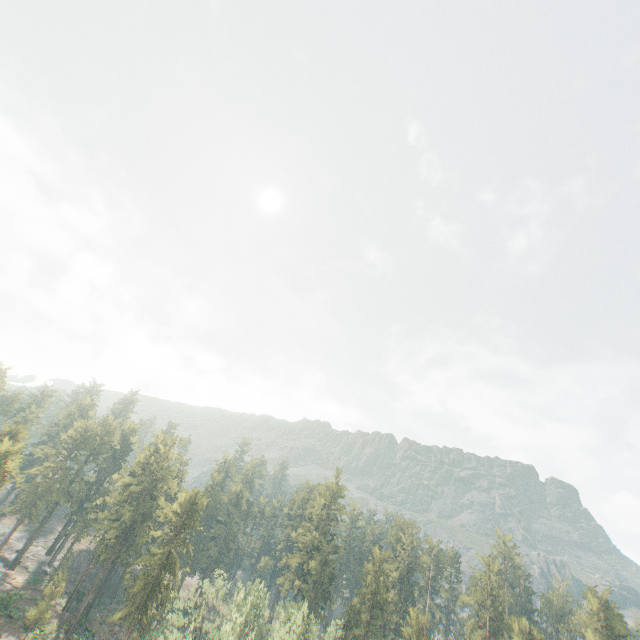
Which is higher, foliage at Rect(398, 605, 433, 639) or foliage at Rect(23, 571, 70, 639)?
foliage at Rect(398, 605, 433, 639)

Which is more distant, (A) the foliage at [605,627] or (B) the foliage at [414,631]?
(A) the foliage at [605,627]

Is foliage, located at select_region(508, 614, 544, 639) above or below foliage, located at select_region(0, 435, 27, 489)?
above

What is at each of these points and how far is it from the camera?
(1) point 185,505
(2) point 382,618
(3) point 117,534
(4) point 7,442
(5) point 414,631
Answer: (1) foliage, 57.1 meters
(2) foliage, 58.2 meters
(3) foliage, 59.6 meters
(4) foliage, 48.1 meters
(5) foliage, 51.0 meters

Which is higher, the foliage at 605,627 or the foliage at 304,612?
the foliage at 605,627

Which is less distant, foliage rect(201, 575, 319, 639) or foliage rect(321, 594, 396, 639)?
foliage rect(201, 575, 319, 639)

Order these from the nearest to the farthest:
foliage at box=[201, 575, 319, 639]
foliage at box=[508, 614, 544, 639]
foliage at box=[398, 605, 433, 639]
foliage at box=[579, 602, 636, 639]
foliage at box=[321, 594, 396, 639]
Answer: foliage at box=[201, 575, 319, 639] < foliage at box=[321, 594, 396, 639] < foliage at box=[398, 605, 433, 639] < foliage at box=[508, 614, 544, 639] < foliage at box=[579, 602, 636, 639]
